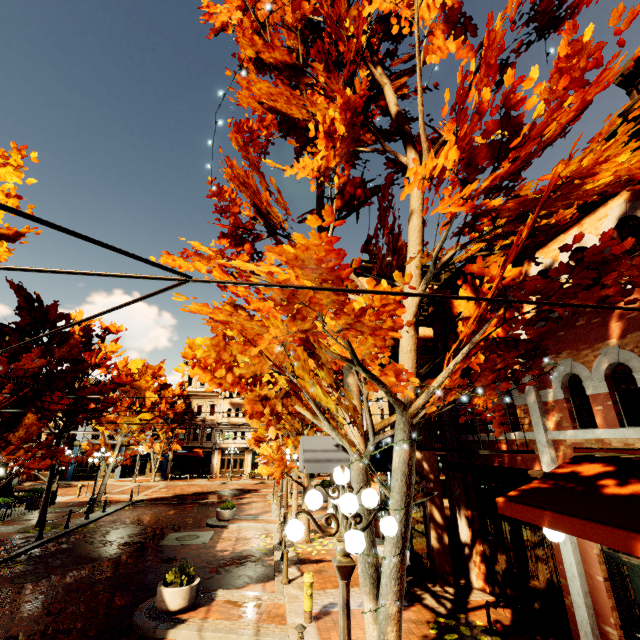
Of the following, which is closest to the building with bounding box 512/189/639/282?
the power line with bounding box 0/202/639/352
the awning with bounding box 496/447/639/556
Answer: the awning with bounding box 496/447/639/556

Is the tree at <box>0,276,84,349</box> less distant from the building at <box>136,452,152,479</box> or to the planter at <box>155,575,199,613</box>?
the building at <box>136,452,152,479</box>

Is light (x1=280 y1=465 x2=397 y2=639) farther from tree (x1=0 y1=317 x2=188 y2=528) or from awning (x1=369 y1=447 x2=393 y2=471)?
awning (x1=369 y1=447 x2=393 y2=471)

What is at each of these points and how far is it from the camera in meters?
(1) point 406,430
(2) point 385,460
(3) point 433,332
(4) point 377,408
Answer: (1) tree, 4.8 m
(2) awning, 12.2 m
(3) building, 12.5 m
(4) building, 16.2 m

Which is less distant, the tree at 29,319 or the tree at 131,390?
the tree at 131,390

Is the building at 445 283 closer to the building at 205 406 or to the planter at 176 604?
the planter at 176 604

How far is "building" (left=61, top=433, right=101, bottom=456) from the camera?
37.0 meters

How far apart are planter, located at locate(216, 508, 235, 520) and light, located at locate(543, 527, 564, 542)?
16.3 meters
